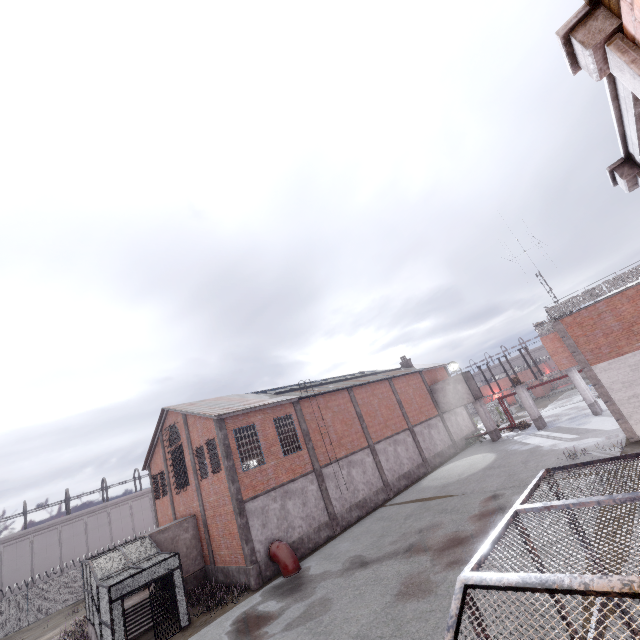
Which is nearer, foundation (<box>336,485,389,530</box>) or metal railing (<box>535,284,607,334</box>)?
metal railing (<box>535,284,607,334</box>)

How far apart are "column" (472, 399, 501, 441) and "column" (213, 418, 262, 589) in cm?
2458

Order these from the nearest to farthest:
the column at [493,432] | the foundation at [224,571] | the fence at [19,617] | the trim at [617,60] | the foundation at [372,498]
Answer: the trim at [617,60] < the foundation at [224,571] < the foundation at [372,498] < the fence at [19,617] < the column at [493,432]

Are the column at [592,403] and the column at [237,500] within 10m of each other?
no

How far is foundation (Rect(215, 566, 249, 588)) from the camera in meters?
17.2 m

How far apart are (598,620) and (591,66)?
5.8m

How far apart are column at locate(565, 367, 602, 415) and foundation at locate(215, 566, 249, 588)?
27.85m

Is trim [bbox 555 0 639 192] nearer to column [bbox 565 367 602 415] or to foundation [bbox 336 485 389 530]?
foundation [bbox 336 485 389 530]
